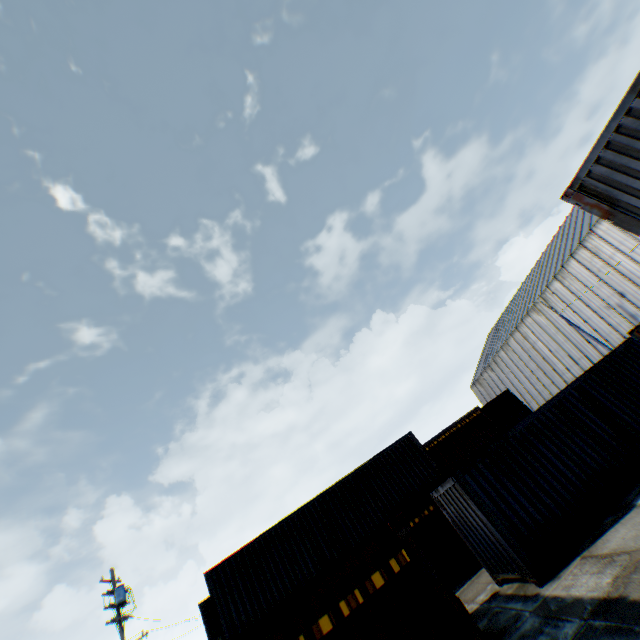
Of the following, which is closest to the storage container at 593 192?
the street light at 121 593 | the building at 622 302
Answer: the building at 622 302

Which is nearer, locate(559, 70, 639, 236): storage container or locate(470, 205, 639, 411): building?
locate(559, 70, 639, 236): storage container

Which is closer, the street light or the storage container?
→ the storage container

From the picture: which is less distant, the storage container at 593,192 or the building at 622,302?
the storage container at 593,192

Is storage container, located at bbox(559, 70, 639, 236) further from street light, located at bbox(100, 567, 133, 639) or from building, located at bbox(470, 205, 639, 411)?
street light, located at bbox(100, 567, 133, 639)

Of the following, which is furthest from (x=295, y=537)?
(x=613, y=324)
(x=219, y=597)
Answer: (x=613, y=324)

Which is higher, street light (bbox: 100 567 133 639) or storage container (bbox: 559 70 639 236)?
street light (bbox: 100 567 133 639)

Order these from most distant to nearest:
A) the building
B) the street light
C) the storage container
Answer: the building, the street light, the storage container
